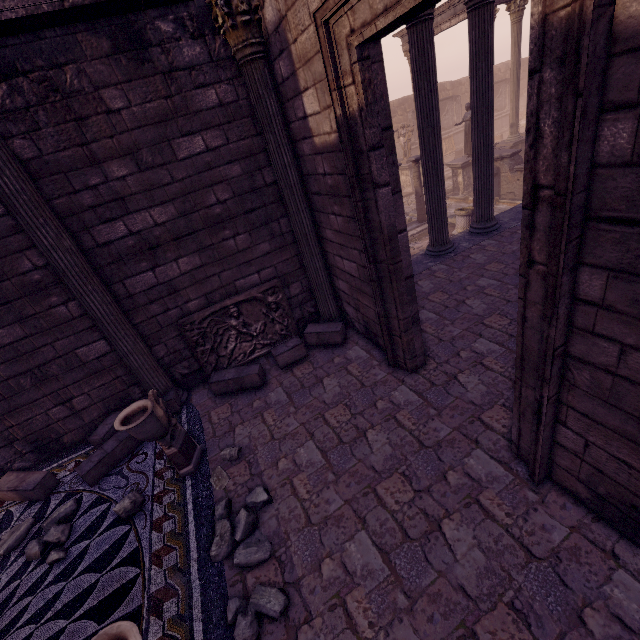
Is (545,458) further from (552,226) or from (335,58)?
(335,58)

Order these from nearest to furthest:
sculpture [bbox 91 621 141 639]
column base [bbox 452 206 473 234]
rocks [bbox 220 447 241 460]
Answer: sculpture [bbox 91 621 141 639]
rocks [bbox 220 447 241 460]
column base [bbox 452 206 473 234]

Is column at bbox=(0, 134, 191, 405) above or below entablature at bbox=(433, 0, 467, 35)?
below

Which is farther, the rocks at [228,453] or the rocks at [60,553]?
the rocks at [228,453]

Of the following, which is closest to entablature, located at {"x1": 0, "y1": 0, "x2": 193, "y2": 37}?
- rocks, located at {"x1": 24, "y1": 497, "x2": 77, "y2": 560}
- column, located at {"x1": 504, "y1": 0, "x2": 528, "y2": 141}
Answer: rocks, located at {"x1": 24, "y1": 497, "x2": 77, "y2": 560}

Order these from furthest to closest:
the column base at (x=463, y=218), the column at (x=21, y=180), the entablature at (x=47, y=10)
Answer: the column base at (x=463, y=218) → the column at (x=21, y=180) → the entablature at (x=47, y=10)

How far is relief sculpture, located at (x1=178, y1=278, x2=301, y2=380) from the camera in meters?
5.3

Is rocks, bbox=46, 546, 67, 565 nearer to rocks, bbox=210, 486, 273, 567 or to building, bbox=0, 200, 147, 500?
building, bbox=0, 200, 147, 500
